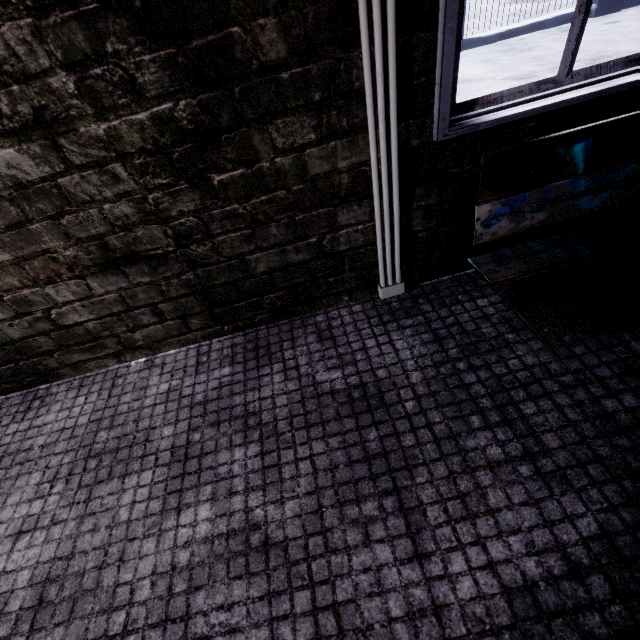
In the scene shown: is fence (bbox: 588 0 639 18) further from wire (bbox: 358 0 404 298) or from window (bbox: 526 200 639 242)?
wire (bbox: 358 0 404 298)

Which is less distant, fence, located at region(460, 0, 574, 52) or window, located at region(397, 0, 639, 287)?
window, located at region(397, 0, 639, 287)

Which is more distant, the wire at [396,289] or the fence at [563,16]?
the fence at [563,16]

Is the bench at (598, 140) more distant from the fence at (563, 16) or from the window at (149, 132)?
the fence at (563, 16)

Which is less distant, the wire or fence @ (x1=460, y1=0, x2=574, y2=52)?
the wire

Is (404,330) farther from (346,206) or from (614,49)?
(614,49)

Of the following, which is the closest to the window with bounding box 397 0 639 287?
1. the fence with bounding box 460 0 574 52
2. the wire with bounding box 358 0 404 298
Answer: the wire with bounding box 358 0 404 298
